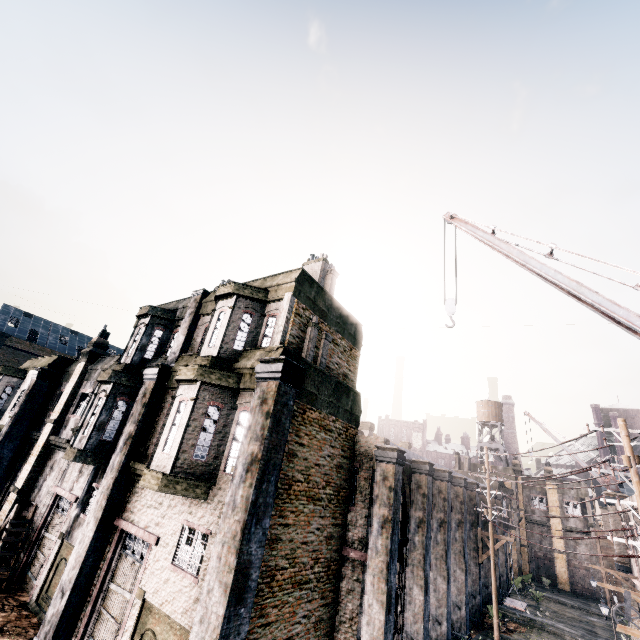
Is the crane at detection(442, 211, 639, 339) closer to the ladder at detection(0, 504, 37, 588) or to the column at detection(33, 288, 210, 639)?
the column at detection(33, 288, 210, 639)

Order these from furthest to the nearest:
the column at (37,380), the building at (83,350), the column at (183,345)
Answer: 1. the column at (37,380)
2. the building at (83,350)
3. the column at (183,345)

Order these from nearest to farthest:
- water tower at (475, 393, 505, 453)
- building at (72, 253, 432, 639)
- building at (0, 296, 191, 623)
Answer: building at (72, 253, 432, 639)
building at (0, 296, 191, 623)
water tower at (475, 393, 505, 453)

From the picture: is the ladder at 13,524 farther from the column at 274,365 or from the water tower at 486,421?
the water tower at 486,421

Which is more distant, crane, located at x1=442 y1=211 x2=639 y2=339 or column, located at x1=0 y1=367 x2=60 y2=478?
column, located at x1=0 y1=367 x2=60 y2=478

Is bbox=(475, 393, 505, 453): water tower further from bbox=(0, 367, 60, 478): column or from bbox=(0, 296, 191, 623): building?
bbox=(0, 367, 60, 478): column

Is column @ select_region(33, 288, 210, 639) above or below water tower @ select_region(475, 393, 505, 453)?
below

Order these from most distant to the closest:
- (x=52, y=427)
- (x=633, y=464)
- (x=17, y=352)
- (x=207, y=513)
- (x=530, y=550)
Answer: (x=17, y=352)
(x=530, y=550)
(x=52, y=427)
(x=633, y=464)
(x=207, y=513)
